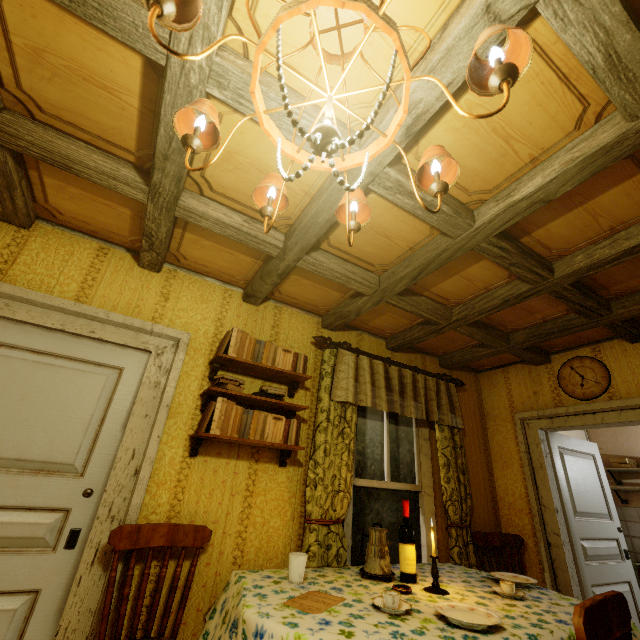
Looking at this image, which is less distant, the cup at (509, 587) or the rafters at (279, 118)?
the rafters at (279, 118)

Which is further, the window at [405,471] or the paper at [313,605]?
the window at [405,471]

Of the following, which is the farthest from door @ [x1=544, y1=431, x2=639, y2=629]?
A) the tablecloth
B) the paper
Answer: the paper

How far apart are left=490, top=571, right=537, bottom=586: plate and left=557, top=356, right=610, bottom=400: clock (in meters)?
1.79

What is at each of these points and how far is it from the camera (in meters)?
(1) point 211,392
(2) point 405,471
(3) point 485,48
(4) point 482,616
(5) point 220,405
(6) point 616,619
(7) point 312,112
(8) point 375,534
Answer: (1) shelf, 2.28
(2) window, 3.20
(3) rafters, 1.12
(4) plate, 1.55
(5) book, 2.23
(6) chair, 1.19
(7) rafters, 1.42
(8) coffee maker, 2.21

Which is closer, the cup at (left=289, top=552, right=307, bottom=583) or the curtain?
the cup at (left=289, top=552, right=307, bottom=583)

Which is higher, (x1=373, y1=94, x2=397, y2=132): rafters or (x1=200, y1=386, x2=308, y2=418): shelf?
(x1=373, y1=94, x2=397, y2=132): rafters

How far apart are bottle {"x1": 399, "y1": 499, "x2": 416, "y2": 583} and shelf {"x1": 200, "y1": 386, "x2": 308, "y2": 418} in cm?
96
